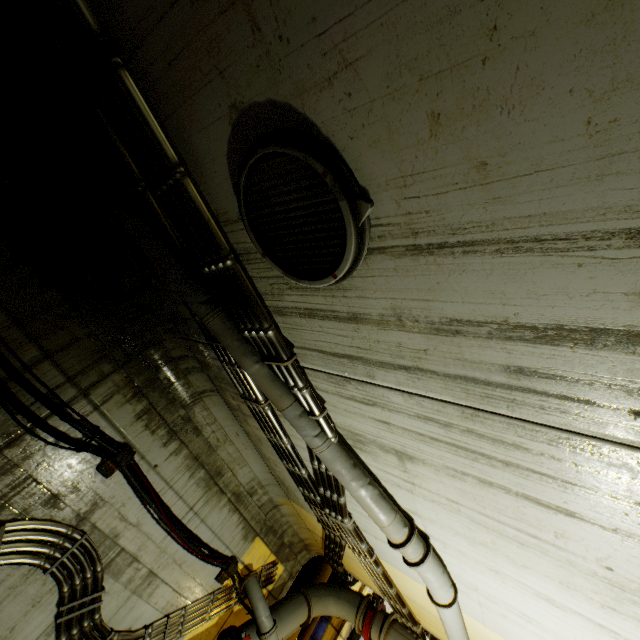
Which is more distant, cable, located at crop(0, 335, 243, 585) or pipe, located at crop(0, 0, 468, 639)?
cable, located at crop(0, 335, 243, 585)

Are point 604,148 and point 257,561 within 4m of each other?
no

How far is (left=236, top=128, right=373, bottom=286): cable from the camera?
1.42m

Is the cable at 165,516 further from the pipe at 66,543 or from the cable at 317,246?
the cable at 317,246

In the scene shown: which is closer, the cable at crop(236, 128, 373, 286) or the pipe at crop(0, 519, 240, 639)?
the cable at crop(236, 128, 373, 286)

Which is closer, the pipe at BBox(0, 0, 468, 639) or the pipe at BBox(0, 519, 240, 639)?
the pipe at BBox(0, 0, 468, 639)

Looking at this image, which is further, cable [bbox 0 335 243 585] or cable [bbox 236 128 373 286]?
cable [bbox 0 335 243 585]
